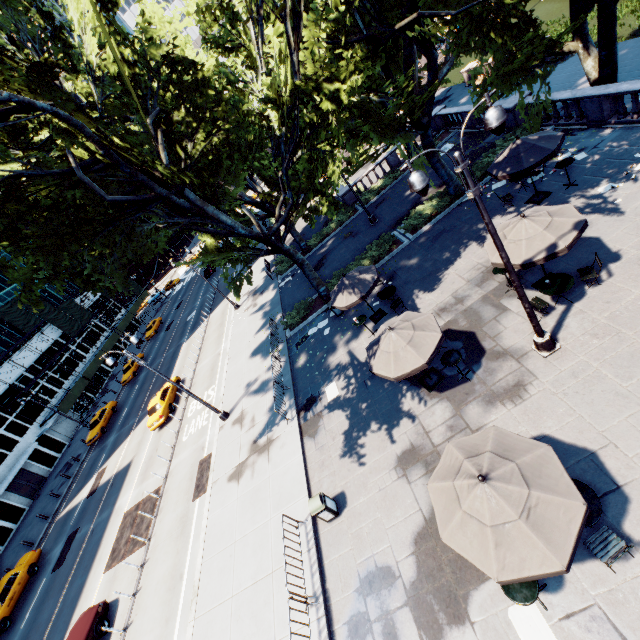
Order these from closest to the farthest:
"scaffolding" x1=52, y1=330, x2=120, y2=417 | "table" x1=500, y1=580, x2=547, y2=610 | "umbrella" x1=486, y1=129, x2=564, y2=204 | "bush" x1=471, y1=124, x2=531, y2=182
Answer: "table" x1=500, y1=580, x2=547, y2=610
"umbrella" x1=486, y1=129, x2=564, y2=204
"bush" x1=471, y1=124, x2=531, y2=182
"scaffolding" x1=52, y1=330, x2=120, y2=417

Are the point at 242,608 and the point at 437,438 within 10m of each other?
yes

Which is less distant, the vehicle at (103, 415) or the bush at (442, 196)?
the bush at (442, 196)

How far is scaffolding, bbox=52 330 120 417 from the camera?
38.28m

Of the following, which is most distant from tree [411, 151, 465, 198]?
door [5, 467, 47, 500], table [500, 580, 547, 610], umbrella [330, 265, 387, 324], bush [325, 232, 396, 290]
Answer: door [5, 467, 47, 500]

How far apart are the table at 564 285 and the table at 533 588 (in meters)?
7.46

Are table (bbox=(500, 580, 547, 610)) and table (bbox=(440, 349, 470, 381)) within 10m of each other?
yes

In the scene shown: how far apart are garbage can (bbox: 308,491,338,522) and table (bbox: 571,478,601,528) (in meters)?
6.22
